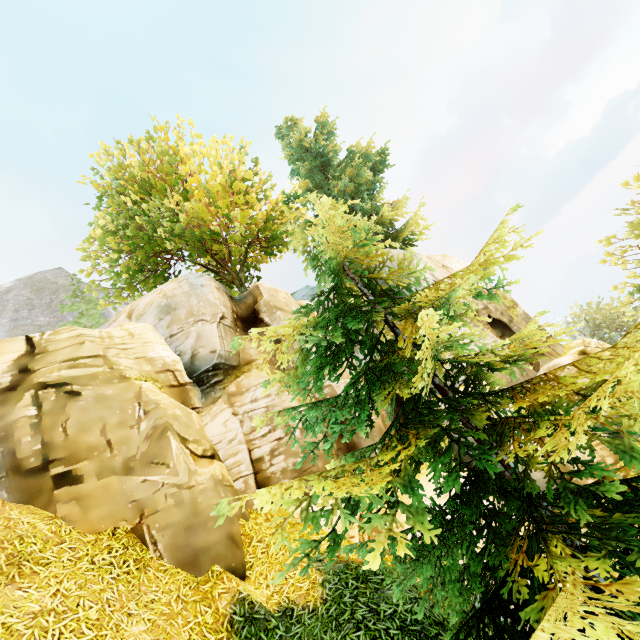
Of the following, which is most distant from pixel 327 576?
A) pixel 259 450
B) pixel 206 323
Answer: pixel 206 323
